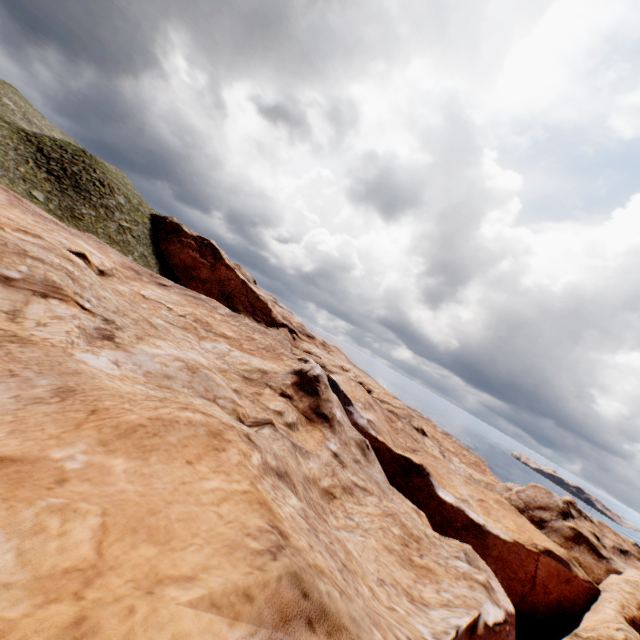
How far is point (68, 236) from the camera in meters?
25.6
